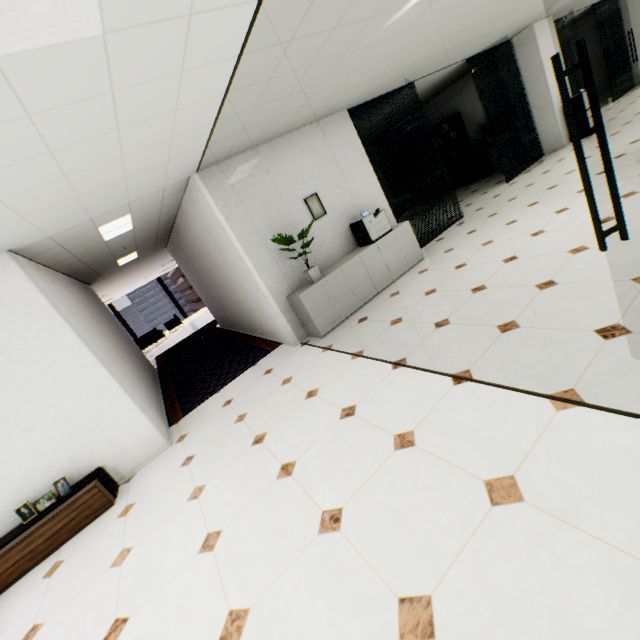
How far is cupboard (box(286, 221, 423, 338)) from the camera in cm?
501

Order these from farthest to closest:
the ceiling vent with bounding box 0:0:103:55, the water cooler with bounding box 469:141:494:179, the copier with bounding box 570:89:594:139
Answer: the water cooler with bounding box 469:141:494:179 < the copier with bounding box 570:89:594:139 < the ceiling vent with bounding box 0:0:103:55

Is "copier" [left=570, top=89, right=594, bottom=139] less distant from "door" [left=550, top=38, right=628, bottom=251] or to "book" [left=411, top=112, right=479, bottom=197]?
"book" [left=411, top=112, right=479, bottom=197]

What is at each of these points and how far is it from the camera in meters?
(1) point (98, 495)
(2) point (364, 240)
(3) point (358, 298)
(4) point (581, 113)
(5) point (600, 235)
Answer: (1) cupboard, 3.6
(2) printer, 5.6
(3) cupboard, 5.4
(4) copier, 8.1
(5) door, 1.7

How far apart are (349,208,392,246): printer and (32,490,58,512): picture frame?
5.30m

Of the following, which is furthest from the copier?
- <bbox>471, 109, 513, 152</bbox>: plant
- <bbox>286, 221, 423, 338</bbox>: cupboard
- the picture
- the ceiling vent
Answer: the ceiling vent

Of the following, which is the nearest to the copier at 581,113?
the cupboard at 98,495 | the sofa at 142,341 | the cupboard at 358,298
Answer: the cupboard at 358,298

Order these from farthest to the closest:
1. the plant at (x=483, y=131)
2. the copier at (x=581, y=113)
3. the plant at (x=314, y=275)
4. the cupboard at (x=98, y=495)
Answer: the plant at (x=483, y=131) → the copier at (x=581, y=113) → the plant at (x=314, y=275) → the cupboard at (x=98, y=495)
